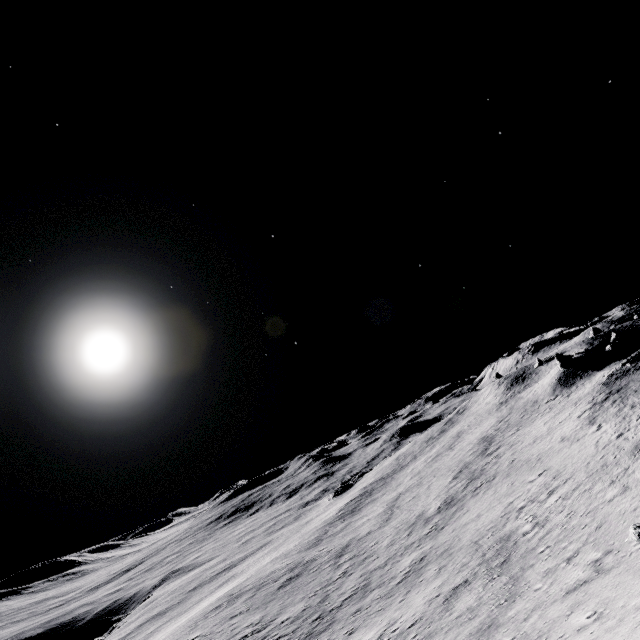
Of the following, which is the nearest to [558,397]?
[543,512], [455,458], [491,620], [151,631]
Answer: [455,458]
